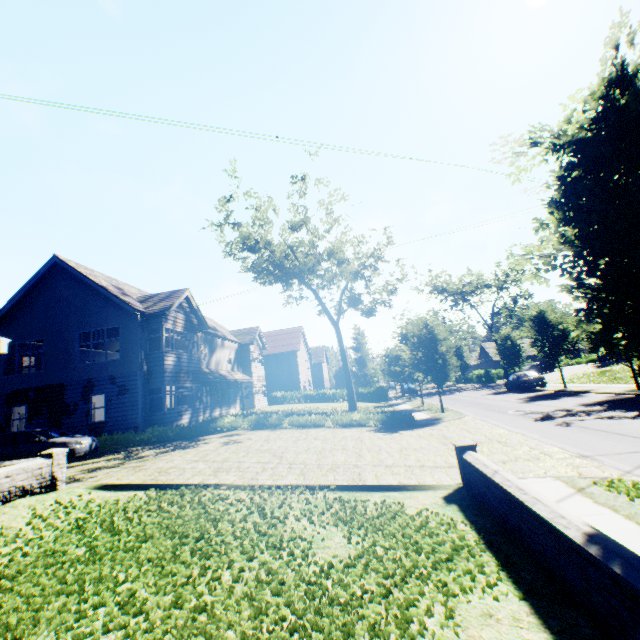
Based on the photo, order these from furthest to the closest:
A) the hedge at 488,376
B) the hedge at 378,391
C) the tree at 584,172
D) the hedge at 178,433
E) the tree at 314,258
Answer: the hedge at 488,376 < the hedge at 378,391 < the tree at 314,258 < the hedge at 178,433 < the tree at 584,172

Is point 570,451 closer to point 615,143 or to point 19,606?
point 615,143

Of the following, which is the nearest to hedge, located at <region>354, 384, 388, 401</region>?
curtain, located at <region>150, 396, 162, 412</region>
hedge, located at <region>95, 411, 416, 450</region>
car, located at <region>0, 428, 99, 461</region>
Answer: curtain, located at <region>150, 396, 162, 412</region>

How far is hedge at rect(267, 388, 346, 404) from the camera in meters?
40.3 m

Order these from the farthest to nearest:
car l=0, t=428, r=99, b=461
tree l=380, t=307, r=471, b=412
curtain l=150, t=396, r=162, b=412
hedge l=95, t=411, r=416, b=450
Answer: tree l=380, t=307, r=471, b=412 < curtain l=150, t=396, r=162, b=412 < hedge l=95, t=411, r=416, b=450 < car l=0, t=428, r=99, b=461

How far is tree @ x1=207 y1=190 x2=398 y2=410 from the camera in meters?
24.7 m

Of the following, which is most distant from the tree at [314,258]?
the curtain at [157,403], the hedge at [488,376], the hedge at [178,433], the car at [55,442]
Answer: the car at [55,442]
